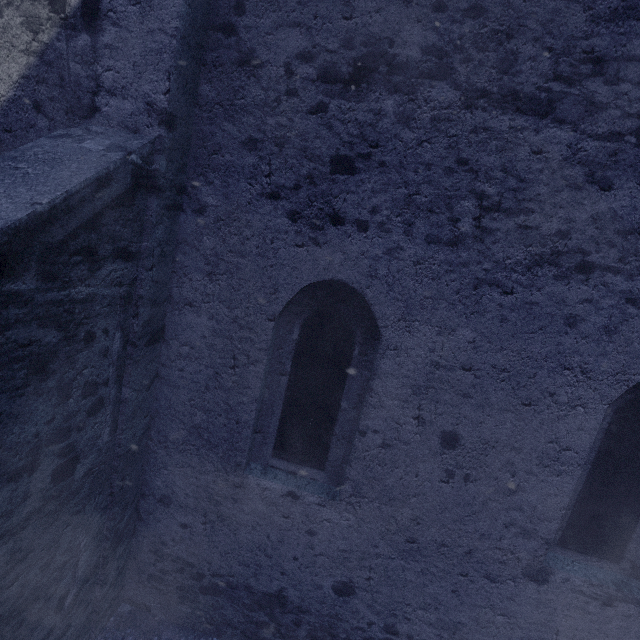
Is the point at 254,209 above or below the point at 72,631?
above
